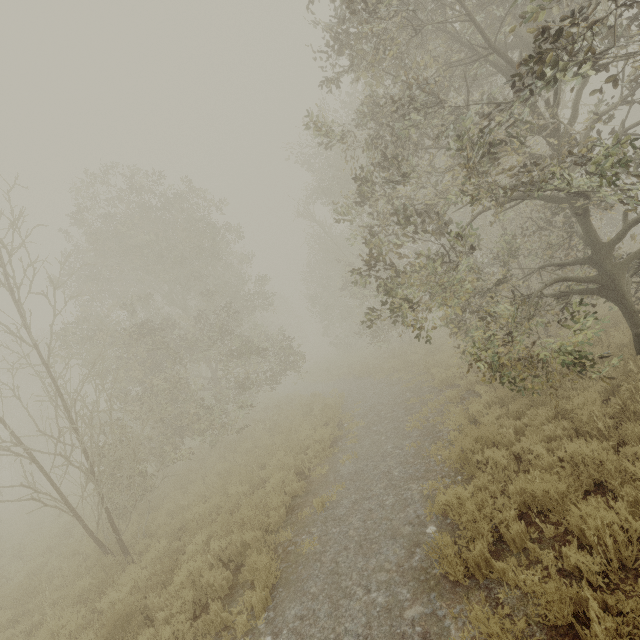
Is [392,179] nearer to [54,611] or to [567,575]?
[567,575]
